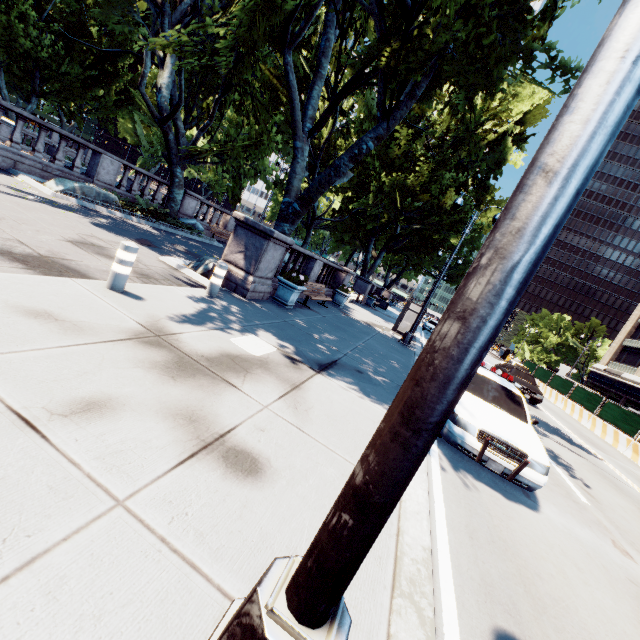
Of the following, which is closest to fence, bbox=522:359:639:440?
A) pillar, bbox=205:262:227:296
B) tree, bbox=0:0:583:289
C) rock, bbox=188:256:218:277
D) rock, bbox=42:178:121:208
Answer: tree, bbox=0:0:583:289

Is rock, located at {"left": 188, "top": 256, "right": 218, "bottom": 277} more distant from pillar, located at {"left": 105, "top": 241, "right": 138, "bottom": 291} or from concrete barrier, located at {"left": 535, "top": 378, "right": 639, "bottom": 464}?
concrete barrier, located at {"left": 535, "top": 378, "right": 639, "bottom": 464}

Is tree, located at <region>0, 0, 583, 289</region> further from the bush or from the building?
Answer: the building

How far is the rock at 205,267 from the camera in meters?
9.6 m

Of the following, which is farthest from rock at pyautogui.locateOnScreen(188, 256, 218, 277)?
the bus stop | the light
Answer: the bus stop

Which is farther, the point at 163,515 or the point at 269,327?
the point at 269,327

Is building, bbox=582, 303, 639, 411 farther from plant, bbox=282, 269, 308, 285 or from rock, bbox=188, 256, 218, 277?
rock, bbox=188, 256, 218, 277

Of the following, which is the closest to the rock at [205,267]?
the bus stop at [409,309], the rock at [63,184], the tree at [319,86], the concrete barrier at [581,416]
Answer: the tree at [319,86]
